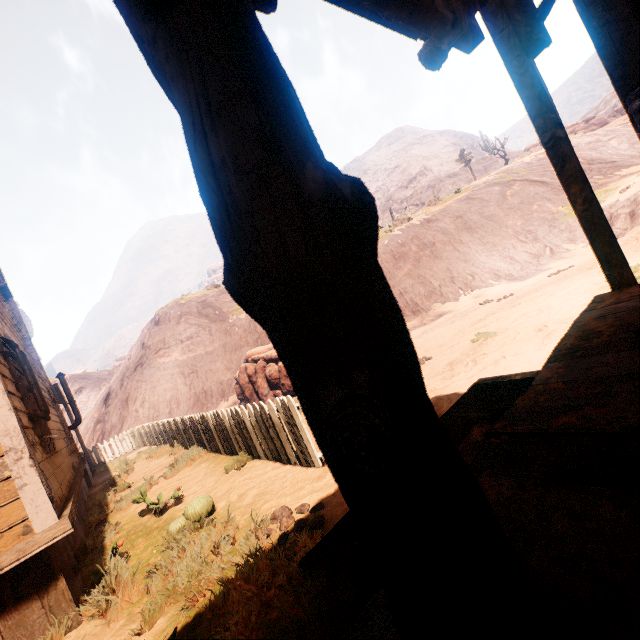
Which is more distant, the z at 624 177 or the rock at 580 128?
the rock at 580 128

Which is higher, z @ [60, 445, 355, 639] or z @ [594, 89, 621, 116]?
z @ [594, 89, 621, 116]

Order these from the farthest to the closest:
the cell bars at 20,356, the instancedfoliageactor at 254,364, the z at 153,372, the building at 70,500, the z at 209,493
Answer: the z at 153,372 → the instancedfoliageactor at 254,364 → the cell bars at 20,356 → the building at 70,500 → the z at 209,493

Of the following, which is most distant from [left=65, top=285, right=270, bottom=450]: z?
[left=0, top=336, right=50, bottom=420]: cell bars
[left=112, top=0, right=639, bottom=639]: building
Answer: [left=0, top=336, right=50, bottom=420]: cell bars

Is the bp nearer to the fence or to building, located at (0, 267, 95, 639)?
building, located at (0, 267, 95, 639)

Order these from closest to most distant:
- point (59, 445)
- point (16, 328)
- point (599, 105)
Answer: point (59, 445)
point (16, 328)
point (599, 105)

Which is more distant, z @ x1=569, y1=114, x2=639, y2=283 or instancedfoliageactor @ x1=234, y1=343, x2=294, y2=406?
instancedfoliageactor @ x1=234, y1=343, x2=294, y2=406

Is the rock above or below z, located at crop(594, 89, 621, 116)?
below
